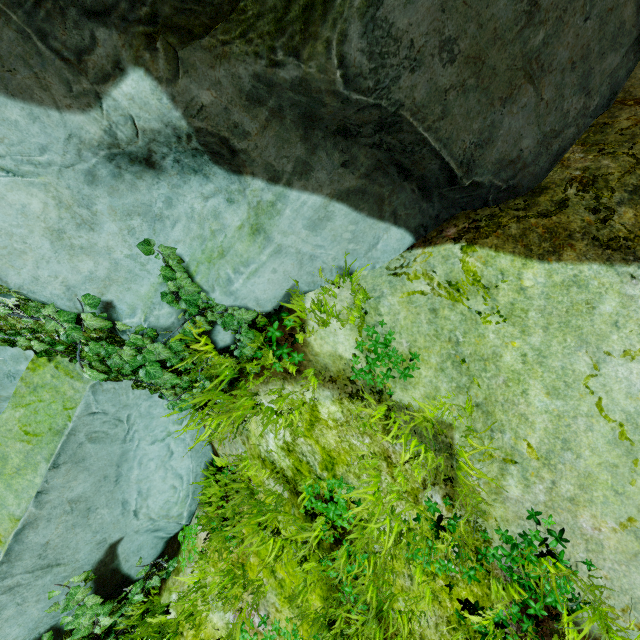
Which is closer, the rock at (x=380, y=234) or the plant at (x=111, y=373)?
the rock at (x=380, y=234)

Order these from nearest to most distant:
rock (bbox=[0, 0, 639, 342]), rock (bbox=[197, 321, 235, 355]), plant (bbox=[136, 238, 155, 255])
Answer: rock (bbox=[0, 0, 639, 342]) < plant (bbox=[136, 238, 155, 255]) < rock (bbox=[197, 321, 235, 355])

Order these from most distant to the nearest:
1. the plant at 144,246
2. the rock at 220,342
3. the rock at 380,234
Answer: the rock at 220,342 < the plant at 144,246 < the rock at 380,234

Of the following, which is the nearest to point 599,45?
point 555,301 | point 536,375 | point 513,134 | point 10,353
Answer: point 513,134

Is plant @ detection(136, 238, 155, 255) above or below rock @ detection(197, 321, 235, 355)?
above

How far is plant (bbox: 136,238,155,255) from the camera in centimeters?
255cm

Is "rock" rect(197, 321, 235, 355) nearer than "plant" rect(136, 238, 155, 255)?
No
